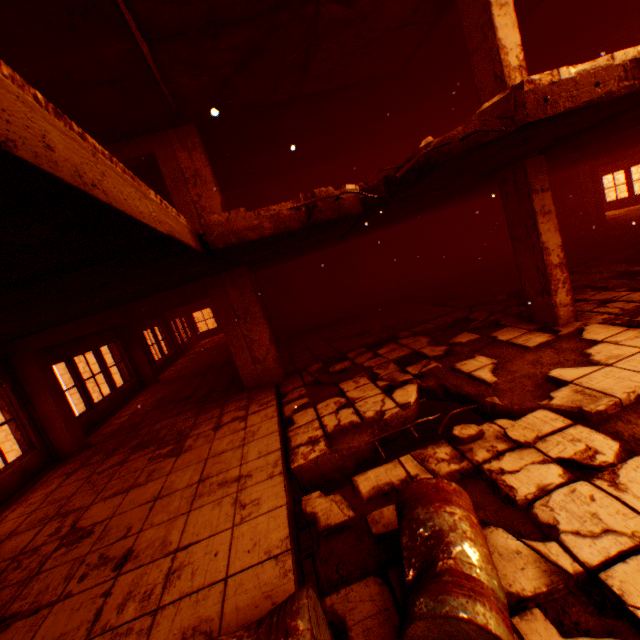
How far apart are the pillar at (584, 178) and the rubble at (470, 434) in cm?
1563

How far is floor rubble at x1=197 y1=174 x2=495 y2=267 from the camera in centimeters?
354cm

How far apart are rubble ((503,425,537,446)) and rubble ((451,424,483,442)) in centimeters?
22cm

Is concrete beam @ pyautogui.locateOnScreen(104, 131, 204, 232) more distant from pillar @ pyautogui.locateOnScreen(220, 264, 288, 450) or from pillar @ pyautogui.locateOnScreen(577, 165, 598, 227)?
pillar @ pyautogui.locateOnScreen(577, 165, 598, 227)

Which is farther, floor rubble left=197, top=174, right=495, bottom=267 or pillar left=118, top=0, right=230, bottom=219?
pillar left=118, top=0, right=230, bottom=219

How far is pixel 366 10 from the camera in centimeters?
507cm

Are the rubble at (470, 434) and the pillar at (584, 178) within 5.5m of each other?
no

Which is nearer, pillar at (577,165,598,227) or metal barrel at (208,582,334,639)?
metal barrel at (208,582,334,639)
